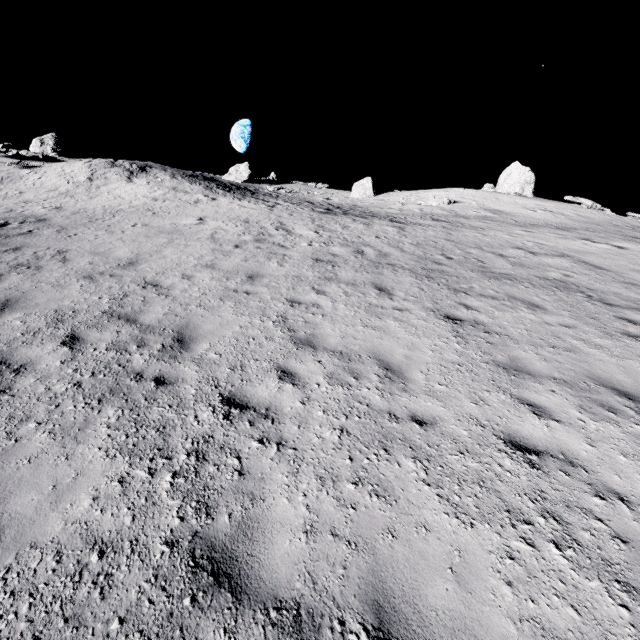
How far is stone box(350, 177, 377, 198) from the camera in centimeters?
3788cm

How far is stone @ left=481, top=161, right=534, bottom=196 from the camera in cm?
3089

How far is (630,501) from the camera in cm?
373

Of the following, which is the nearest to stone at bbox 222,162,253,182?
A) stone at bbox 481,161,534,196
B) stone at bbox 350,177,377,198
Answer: stone at bbox 350,177,377,198

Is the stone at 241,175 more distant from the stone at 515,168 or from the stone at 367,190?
the stone at 515,168

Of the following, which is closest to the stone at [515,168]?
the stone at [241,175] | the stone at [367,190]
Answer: the stone at [367,190]

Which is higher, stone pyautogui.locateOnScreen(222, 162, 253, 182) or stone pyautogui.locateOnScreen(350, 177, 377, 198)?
stone pyautogui.locateOnScreen(222, 162, 253, 182)
